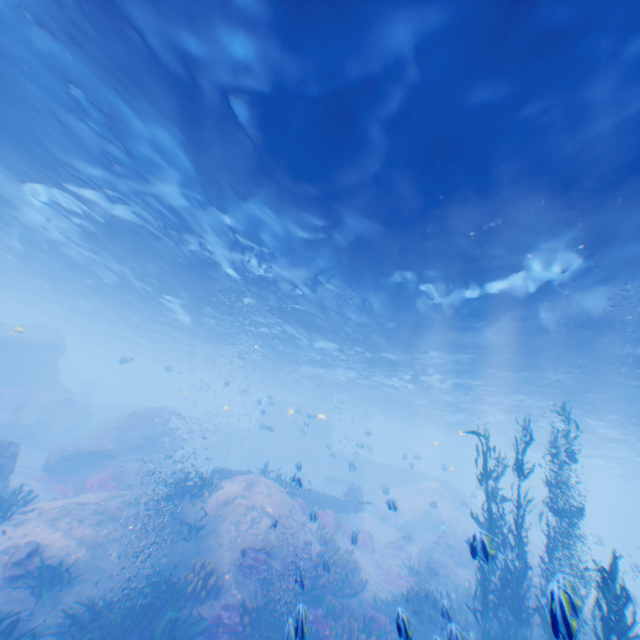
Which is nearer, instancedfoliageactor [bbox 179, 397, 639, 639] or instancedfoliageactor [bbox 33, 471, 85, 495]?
instancedfoliageactor [bbox 179, 397, 639, 639]

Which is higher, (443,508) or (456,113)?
(456,113)

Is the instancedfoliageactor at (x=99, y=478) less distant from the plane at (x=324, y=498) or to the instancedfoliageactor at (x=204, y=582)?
the plane at (x=324, y=498)

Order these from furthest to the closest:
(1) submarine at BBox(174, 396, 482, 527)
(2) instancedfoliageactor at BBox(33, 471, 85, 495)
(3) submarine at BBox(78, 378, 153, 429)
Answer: (3) submarine at BBox(78, 378, 153, 429) → (1) submarine at BBox(174, 396, 482, 527) → (2) instancedfoliageactor at BBox(33, 471, 85, 495)

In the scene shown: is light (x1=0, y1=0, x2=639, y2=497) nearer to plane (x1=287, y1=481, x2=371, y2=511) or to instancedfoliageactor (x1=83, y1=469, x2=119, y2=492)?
plane (x1=287, y1=481, x2=371, y2=511)

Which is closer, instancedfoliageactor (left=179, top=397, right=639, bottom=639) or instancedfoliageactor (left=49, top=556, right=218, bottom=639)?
instancedfoliageactor (left=179, top=397, right=639, bottom=639)

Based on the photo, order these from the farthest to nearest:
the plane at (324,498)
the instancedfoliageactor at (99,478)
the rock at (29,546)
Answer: the plane at (324,498)
the instancedfoliageactor at (99,478)
the rock at (29,546)

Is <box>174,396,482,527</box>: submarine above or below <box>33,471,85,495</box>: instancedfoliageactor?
above
